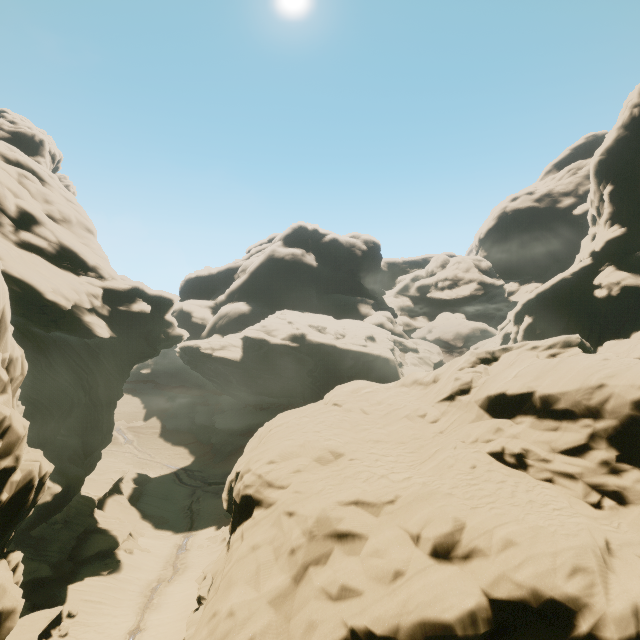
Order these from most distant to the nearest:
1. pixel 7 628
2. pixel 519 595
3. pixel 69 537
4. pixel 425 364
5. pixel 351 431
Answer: pixel 425 364 < pixel 69 537 < pixel 351 431 < pixel 7 628 < pixel 519 595
